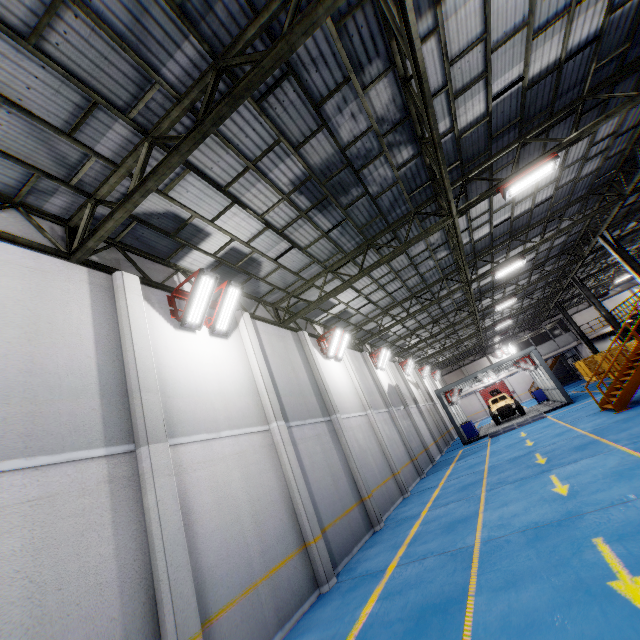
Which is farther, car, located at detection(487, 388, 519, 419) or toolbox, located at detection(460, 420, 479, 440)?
car, located at detection(487, 388, 519, 419)

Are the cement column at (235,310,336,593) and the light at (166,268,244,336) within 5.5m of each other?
yes

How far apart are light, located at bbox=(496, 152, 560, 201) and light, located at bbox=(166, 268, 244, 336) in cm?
895

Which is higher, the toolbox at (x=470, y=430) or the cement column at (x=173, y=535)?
the cement column at (x=173, y=535)

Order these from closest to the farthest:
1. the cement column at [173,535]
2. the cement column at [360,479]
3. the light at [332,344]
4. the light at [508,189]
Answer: the cement column at [173,535] → the light at [508,189] → the cement column at [360,479] → the light at [332,344]

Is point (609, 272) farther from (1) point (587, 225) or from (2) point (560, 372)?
(1) point (587, 225)

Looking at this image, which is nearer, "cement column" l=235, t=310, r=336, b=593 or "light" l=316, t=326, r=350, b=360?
"cement column" l=235, t=310, r=336, b=593

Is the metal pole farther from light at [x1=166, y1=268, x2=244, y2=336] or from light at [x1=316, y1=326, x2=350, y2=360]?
light at [x1=166, y1=268, x2=244, y2=336]
